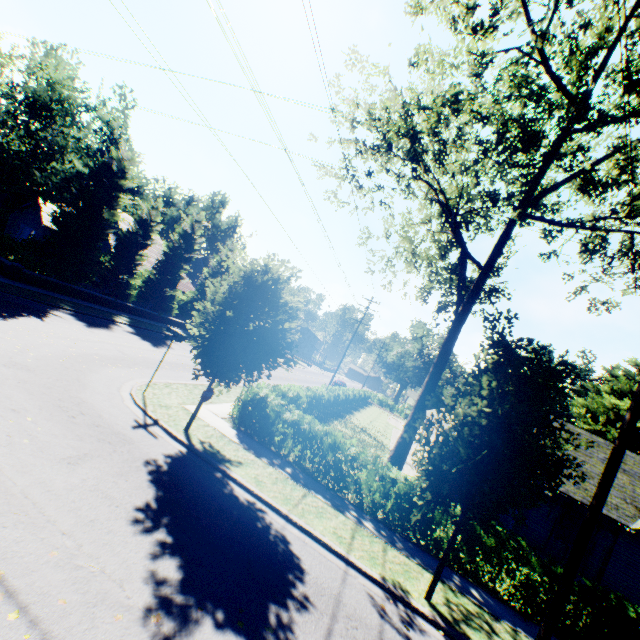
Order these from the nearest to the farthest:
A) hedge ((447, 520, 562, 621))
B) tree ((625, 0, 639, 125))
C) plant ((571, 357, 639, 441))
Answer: tree ((625, 0, 639, 125)) → hedge ((447, 520, 562, 621)) → plant ((571, 357, 639, 441))

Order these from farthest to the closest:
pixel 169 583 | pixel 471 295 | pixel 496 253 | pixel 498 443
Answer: pixel 471 295, pixel 496 253, pixel 498 443, pixel 169 583

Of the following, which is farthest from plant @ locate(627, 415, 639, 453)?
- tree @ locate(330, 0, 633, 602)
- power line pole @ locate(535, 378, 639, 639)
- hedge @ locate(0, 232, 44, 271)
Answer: power line pole @ locate(535, 378, 639, 639)

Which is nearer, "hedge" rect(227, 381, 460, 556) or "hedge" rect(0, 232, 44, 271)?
"hedge" rect(227, 381, 460, 556)

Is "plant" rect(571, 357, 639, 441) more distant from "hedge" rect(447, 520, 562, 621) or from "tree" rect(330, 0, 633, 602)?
"hedge" rect(447, 520, 562, 621)

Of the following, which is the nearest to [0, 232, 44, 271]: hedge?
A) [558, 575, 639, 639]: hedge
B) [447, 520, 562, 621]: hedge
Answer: [447, 520, 562, 621]: hedge

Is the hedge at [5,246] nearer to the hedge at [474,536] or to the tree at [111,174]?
the tree at [111,174]

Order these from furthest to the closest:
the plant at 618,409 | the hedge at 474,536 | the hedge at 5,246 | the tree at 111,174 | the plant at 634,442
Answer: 1. the plant at 618,409
2. the plant at 634,442
3. the hedge at 5,246
4. the tree at 111,174
5. the hedge at 474,536
